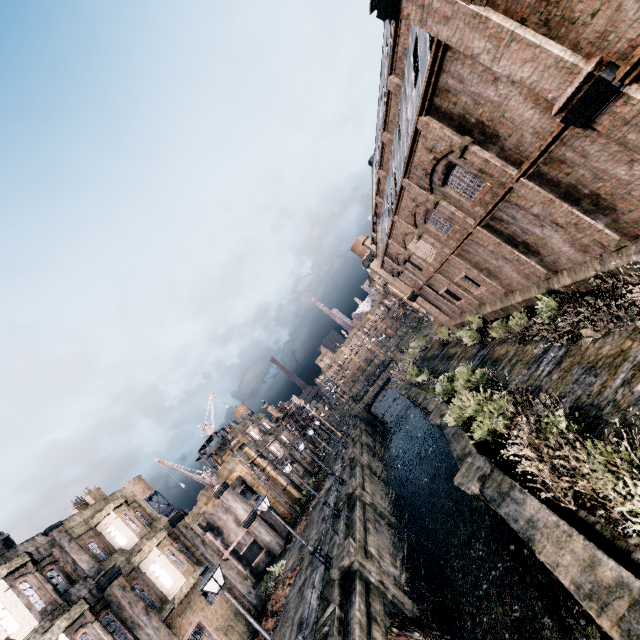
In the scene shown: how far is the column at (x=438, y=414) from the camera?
20.2m

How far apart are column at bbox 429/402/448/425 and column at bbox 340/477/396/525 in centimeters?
865cm

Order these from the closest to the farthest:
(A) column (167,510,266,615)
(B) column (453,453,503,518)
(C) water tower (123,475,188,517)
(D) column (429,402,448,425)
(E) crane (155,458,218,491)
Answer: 1. (B) column (453,453,503,518)
2. (D) column (429,402,448,425)
3. (A) column (167,510,266,615)
4. (E) crane (155,458,218,491)
5. (C) water tower (123,475,188,517)

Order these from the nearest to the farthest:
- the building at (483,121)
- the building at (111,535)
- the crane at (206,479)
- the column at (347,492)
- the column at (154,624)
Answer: the building at (483,121), the column at (154,624), the building at (111,535), the column at (347,492), the crane at (206,479)

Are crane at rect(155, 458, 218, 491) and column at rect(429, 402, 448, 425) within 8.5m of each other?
no

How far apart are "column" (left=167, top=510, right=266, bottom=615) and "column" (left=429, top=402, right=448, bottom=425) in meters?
18.3

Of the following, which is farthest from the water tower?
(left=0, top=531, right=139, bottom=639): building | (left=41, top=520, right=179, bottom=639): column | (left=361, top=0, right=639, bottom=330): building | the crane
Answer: (left=361, top=0, right=639, bottom=330): building

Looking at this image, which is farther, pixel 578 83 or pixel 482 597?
pixel 482 597
